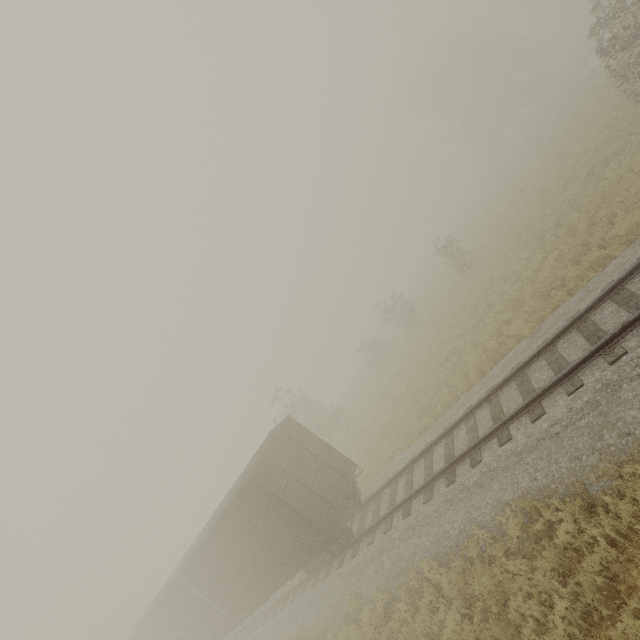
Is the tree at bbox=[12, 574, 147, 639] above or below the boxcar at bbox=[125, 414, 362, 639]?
above

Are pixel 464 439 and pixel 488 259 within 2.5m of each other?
no

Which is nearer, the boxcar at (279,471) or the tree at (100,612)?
the boxcar at (279,471)

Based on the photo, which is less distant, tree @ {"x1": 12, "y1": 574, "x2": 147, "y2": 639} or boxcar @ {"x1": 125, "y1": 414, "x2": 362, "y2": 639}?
boxcar @ {"x1": 125, "y1": 414, "x2": 362, "y2": 639}

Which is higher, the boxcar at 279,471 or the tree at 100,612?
the tree at 100,612
